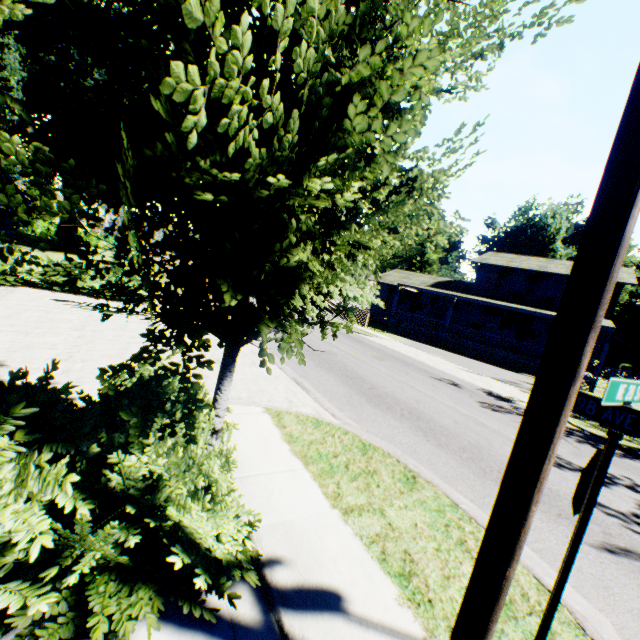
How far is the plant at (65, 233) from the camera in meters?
27.9

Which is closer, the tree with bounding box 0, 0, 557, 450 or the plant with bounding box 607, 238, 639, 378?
the tree with bounding box 0, 0, 557, 450

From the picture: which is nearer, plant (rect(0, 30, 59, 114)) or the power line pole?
the power line pole

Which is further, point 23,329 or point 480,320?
point 480,320

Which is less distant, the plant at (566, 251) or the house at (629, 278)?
the house at (629, 278)

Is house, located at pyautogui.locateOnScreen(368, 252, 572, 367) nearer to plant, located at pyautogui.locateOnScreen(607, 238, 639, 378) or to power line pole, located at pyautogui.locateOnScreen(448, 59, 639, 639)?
plant, located at pyautogui.locateOnScreen(607, 238, 639, 378)

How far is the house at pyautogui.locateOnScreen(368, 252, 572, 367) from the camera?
25.6 meters

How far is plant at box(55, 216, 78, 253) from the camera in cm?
2786
